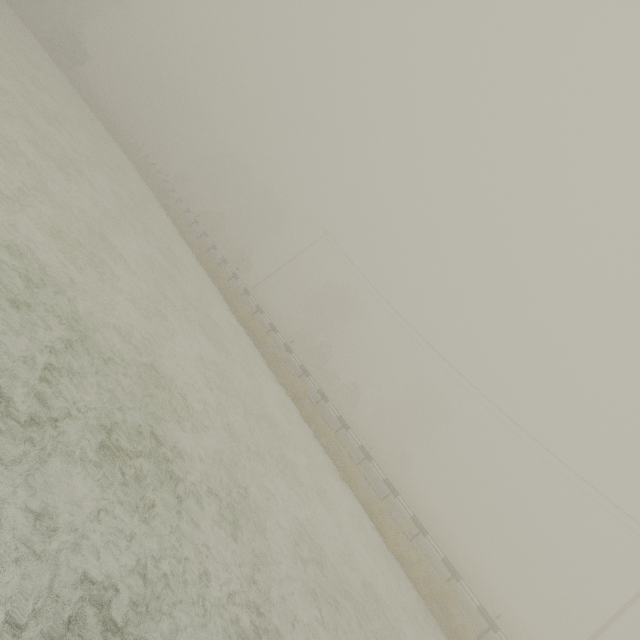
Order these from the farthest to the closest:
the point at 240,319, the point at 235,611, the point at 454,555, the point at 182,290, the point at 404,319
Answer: the point at 404,319 < the point at 454,555 < the point at 240,319 < the point at 182,290 < the point at 235,611
